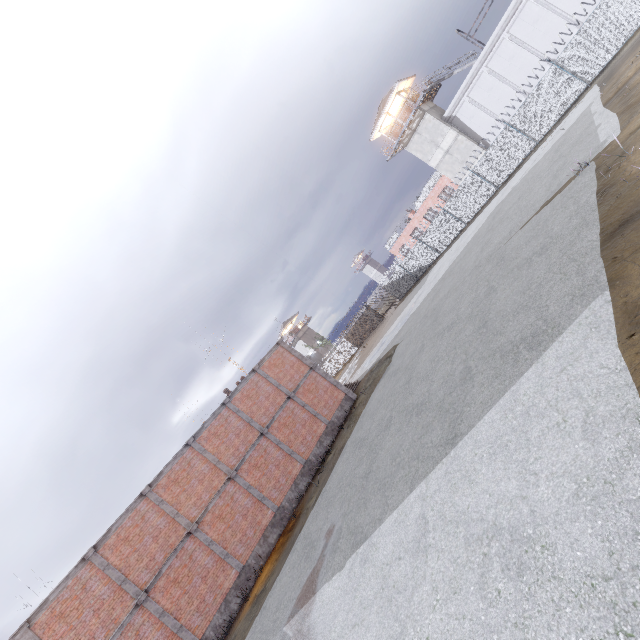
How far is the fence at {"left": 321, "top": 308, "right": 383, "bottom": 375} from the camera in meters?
44.0 m

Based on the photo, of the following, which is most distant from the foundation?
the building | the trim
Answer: the building

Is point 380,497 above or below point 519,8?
below

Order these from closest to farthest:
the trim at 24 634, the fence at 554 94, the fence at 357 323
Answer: the trim at 24 634 → the fence at 554 94 → the fence at 357 323

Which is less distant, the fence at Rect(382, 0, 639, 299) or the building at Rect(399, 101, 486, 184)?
the fence at Rect(382, 0, 639, 299)

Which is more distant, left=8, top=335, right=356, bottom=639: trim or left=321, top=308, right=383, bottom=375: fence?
left=321, top=308, right=383, bottom=375: fence

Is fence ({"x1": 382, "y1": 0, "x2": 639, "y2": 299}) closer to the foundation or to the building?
the building

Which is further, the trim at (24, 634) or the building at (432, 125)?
the building at (432, 125)
